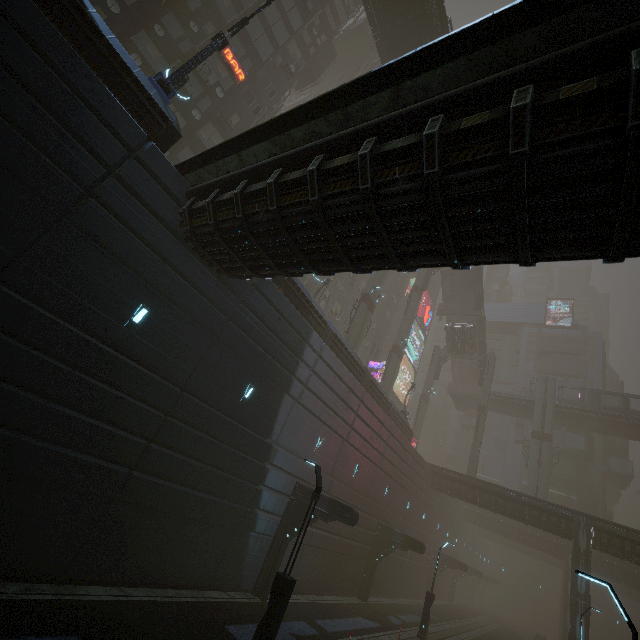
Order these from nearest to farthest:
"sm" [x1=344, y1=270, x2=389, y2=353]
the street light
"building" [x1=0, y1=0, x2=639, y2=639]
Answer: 1. "building" [x1=0, y1=0, x2=639, y2=639]
2. the street light
3. "sm" [x1=344, y1=270, x2=389, y2=353]

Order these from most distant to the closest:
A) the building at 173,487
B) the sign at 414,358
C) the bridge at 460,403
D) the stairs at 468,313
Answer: the sign at 414,358 → the bridge at 460,403 → the stairs at 468,313 → the building at 173,487

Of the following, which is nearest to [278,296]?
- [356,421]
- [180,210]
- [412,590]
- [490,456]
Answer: [180,210]

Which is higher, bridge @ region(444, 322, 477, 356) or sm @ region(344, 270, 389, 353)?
bridge @ region(444, 322, 477, 356)

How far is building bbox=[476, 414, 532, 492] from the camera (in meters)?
50.53

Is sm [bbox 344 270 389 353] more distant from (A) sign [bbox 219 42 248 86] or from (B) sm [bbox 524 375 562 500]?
(B) sm [bbox 524 375 562 500]

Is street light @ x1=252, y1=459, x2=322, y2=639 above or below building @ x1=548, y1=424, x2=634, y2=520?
below

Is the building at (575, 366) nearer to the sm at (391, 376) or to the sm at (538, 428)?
the sm at (538, 428)
